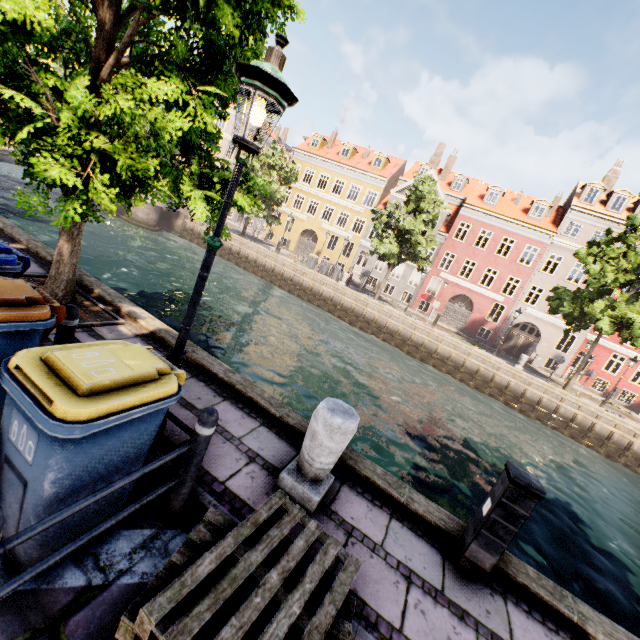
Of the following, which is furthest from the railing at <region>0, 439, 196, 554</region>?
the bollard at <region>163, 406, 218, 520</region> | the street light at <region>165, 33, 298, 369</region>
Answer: the street light at <region>165, 33, 298, 369</region>

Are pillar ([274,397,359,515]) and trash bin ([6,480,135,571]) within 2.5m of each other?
yes

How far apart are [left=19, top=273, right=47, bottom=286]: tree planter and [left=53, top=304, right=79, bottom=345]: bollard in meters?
1.4

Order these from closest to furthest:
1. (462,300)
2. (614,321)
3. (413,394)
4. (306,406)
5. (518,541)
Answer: (518,541) → (306,406) → (413,394) → (614,321) → (462,300)

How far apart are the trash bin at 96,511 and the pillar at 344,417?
1.4m

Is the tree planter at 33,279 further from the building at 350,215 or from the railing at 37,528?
the building at 350,215

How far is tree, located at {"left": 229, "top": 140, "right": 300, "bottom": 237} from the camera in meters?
5.7

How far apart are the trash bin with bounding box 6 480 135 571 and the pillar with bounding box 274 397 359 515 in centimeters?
140cm
